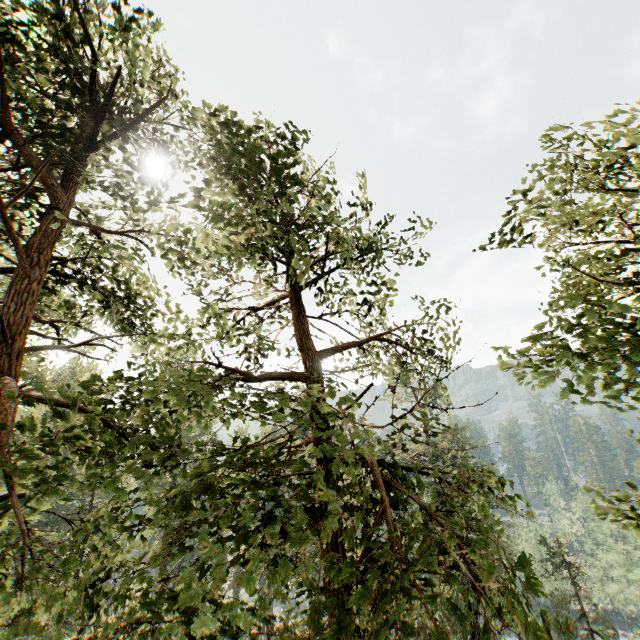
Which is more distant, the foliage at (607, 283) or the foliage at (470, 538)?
the foliage at (607, 283)

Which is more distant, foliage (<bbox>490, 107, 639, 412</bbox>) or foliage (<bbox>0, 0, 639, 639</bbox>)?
foliage (<bbox>490, 107, 639, 412</bbox>)

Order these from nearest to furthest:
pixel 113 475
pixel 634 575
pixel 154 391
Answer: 1. pixel 154 391
2. pixel 113 475
3. pixel 634 575
